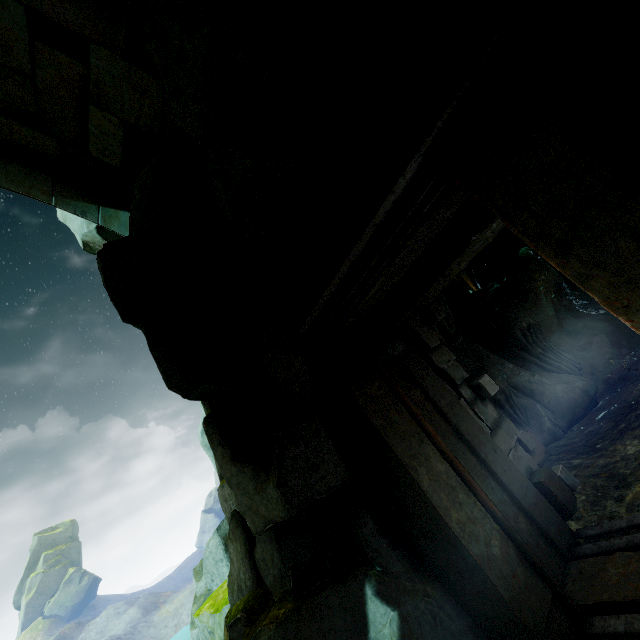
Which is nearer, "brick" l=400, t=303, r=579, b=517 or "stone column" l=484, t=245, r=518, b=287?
"brick" l=400, t=303, r=579, b=517

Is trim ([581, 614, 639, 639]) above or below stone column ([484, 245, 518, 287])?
below

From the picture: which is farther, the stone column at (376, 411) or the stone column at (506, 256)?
the stone column at (506, 256)

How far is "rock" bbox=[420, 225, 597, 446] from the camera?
7.20m

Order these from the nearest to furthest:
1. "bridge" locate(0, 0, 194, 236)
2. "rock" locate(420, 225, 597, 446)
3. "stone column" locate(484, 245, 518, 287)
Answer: "bridge" locate(0, 0, 194, 236), "rock" locate(420, 225, 597, 446), "stone column" locate(484, 245, 518, 287)

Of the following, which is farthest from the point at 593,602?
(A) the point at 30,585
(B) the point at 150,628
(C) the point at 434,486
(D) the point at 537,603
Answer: (A) the point at 30,585

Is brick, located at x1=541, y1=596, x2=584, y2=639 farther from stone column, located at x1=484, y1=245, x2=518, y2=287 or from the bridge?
stone column, located at x1=484, y1=245, x2=518, y2=287

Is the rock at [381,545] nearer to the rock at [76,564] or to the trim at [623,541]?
the trim at [623,541]
